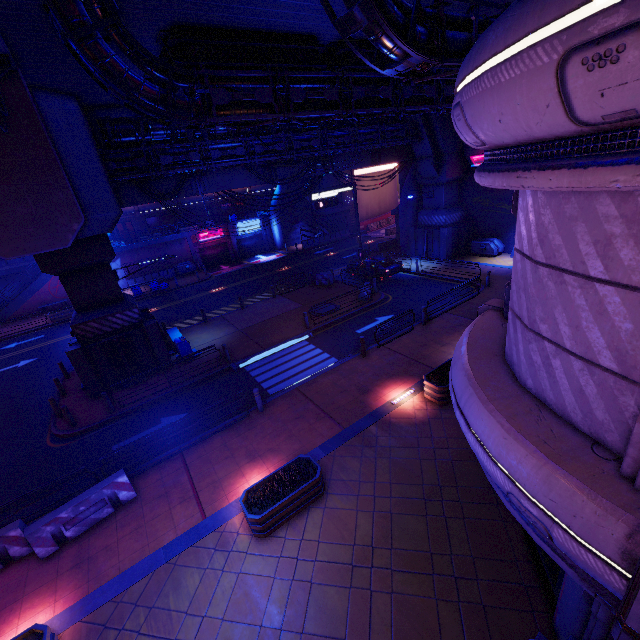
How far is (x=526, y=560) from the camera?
6.9m

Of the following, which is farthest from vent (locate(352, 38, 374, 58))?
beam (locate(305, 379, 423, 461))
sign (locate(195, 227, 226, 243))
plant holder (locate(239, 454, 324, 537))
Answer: sign (locate(195, 227, 226, 243))

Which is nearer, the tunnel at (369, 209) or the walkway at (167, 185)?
the walkway at (167, 185)

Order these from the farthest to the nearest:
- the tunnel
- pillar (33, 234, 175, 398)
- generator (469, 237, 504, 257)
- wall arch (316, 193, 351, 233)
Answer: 1. the tunnel
2. wall arch (316, 193, 351, 233)
3. generator (469, 237, 504, 257)
4. pillar (33, 234, 175, 398)

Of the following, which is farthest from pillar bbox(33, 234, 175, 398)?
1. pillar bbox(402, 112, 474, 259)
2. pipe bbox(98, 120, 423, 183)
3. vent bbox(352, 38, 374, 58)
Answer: pillar bbox(402, 112, 474, 259)

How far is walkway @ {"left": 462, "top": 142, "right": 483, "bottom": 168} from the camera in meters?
24.8

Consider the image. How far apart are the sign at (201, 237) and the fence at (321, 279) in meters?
19.6

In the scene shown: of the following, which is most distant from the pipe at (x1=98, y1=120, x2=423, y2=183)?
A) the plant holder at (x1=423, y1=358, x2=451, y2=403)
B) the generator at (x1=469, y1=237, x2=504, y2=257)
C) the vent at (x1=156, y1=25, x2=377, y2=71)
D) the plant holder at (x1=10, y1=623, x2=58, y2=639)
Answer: the plant holder at (x1=10, y1=623, x2=58, y2=639)
